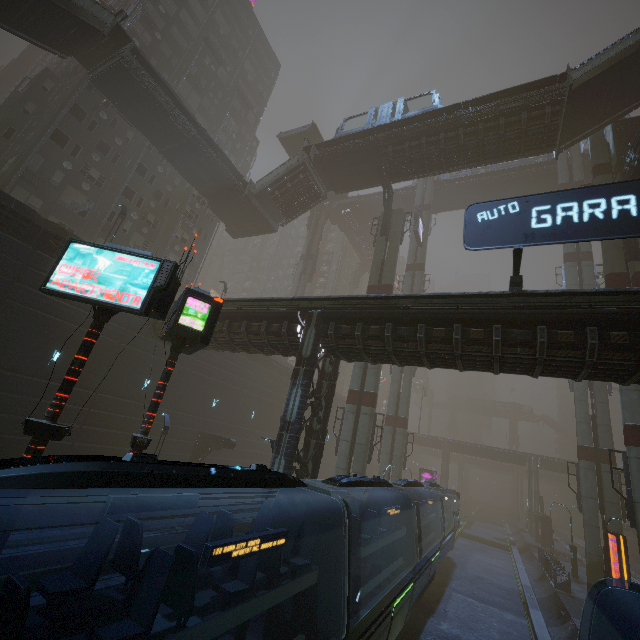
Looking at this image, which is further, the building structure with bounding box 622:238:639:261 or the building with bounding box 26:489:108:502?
the building structure with bounding box 622:238:639:261

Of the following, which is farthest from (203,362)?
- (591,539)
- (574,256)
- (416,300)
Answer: (574,256)

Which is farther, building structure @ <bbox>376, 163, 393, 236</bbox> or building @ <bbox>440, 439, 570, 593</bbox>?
building structure @ <bbox>376, 163, 393, 236</bbox>

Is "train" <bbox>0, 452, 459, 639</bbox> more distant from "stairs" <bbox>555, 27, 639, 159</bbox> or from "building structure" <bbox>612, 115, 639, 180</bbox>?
"stairs" <bbox>555, 27, 639, 159</bbox>

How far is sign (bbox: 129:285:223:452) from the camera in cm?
909

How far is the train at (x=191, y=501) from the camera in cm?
511

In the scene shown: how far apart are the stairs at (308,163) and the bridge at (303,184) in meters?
0.0 m

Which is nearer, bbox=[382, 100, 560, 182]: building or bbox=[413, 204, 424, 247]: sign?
bbox=[382, 100, 560, 182]: building
